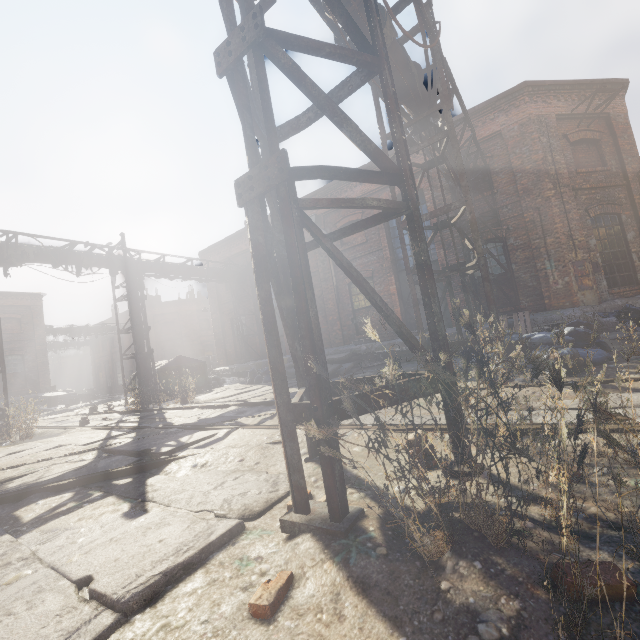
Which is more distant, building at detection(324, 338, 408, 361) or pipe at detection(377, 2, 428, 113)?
building at detection(324, 338, 408, 361)

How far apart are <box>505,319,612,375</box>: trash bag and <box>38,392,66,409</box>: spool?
26.9 meters

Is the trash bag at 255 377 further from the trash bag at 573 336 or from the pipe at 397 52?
the trash bag at 573 336

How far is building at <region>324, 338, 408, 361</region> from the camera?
12.1m

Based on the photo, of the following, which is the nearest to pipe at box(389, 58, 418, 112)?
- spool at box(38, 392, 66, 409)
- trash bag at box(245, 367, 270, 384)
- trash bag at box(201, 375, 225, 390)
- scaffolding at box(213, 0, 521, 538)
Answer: scaffolding at box(213, 0, 521, 538)

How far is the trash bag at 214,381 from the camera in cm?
1623

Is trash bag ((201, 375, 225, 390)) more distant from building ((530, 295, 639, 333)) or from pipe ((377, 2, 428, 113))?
pipe ((377, 2, 428, 113))

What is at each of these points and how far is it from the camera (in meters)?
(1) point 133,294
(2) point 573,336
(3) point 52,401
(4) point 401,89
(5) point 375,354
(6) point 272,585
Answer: (1) pipe, 13.17
(2) trash bag, 5.05
(3) spool, 22.14
(4) pipe, 6.38
(5) building, 12.71
(6) instancedfoliageactor, 1.51
